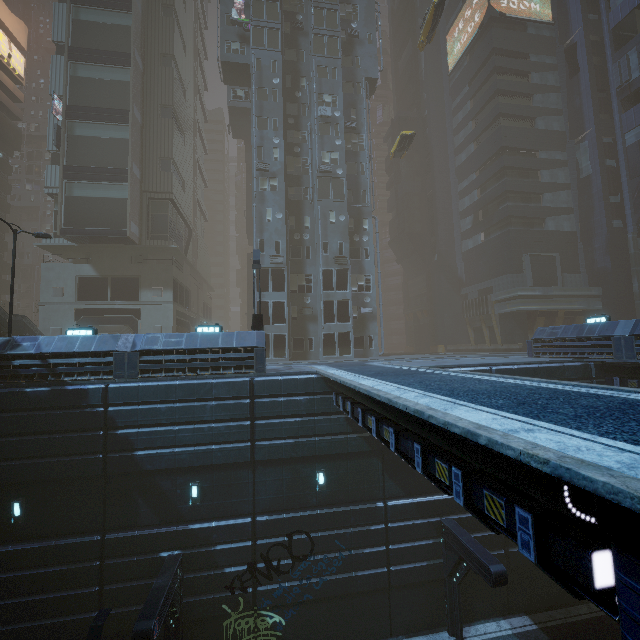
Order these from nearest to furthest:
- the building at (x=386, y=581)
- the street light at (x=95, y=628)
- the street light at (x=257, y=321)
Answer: the building at (x=386, y=581) < the street light at (x=95, y=628) < the street light at (x=257, y=321)

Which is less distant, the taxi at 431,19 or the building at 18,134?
the taxi at 431,19

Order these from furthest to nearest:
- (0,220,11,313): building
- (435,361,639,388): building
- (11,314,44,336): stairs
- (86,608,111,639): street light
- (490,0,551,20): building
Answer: (0,220,11,313): building
(490,0,551,20): building
(11,314,44,336): stairs
(435,361,639,388): building
(86,608,111,639): street light

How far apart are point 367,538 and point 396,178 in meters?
47.2

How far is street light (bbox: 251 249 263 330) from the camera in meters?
17.3

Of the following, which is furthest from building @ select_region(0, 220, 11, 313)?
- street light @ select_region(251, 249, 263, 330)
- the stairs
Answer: the stairs

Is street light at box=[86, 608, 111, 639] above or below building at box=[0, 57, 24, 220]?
below

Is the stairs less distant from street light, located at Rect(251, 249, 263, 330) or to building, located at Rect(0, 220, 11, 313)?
building, located at Rect(0, 220, 11, 313)
